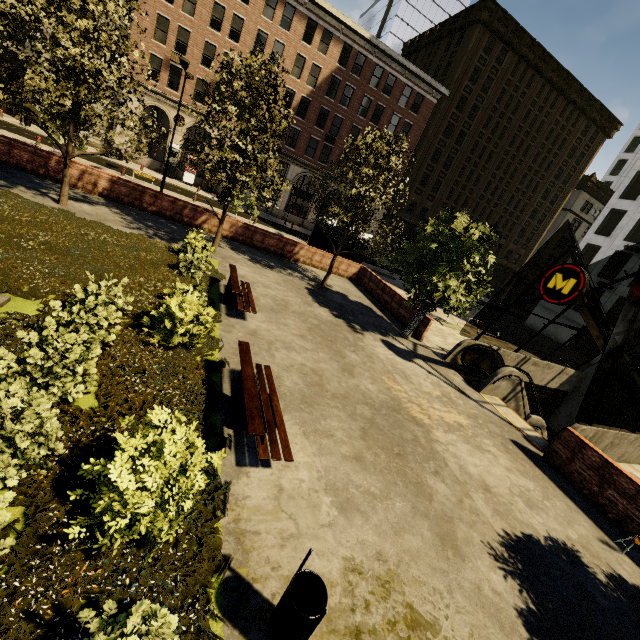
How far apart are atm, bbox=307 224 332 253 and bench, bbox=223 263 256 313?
9.4 meters

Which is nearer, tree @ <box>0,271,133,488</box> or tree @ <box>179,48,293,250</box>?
tree @ <box>0,271,133,488</box>

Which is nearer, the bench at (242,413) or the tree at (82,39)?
the bench at (242,413)

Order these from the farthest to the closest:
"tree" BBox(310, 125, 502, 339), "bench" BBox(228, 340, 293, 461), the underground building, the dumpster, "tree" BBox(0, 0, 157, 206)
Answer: "tree" BBox(310, 125, 502, 339) < the underground building < "tree" BBox(0, 0, 157, 206) < "bench" BBox(228, 340, 293, 461) < the dumpster

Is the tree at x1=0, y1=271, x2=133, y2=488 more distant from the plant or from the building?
the building

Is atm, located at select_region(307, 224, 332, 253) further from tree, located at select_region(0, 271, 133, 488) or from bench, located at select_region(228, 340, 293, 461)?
bench, located at select_region(228, 340, 293, 461)

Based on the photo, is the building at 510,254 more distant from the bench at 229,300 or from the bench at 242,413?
the bench at 242,413

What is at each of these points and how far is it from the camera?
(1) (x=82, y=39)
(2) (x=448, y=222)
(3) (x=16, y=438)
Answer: (1) tree, 10.0m
(2) tree, 12.4m
(3) tree, 3.5m
